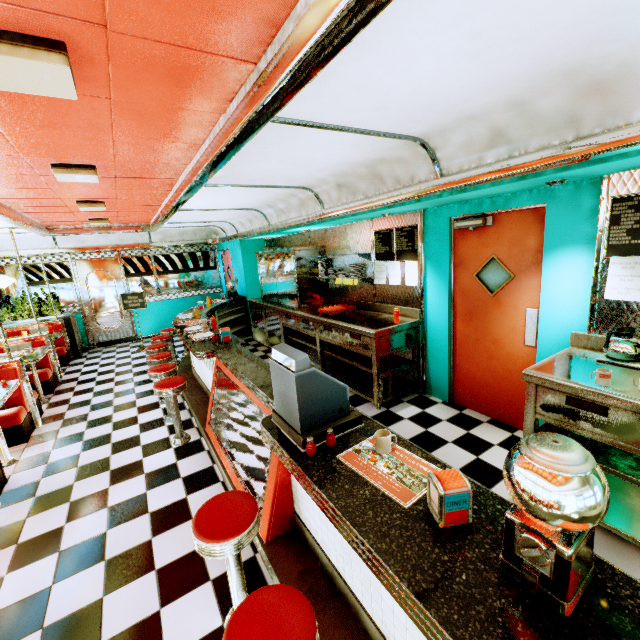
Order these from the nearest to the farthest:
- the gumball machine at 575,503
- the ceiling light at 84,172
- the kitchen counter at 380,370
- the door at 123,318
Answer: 1. the gumball machine at 575,503
2. the ceiling light at 84,172
3. the kitchen counter at 380,370
4. the door at 123,318

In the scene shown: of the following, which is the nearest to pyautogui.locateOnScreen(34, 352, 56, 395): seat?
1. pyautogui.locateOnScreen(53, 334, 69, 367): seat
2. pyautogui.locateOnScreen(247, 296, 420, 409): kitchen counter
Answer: pyautogui.locateOnScreen(53, 334, 69, 367): seat

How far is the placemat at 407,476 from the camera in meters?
1.5

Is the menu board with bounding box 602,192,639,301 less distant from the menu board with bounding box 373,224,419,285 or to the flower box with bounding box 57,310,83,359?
the menu board with bounding box 373,224,419,285

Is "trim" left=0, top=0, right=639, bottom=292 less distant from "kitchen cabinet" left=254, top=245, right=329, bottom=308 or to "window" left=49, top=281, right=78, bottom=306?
"kitchen cabinet" left=254, top=245, right=329, bottom=308

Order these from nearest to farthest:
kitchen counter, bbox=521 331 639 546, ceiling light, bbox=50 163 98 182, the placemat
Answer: the placemat < kitchen counter, bbox=521 331 639 546 < ceiling light, bbox=50 163 98 182

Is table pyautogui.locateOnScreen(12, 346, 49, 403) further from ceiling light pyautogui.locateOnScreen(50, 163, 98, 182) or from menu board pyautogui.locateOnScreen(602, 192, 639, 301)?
menu board pyautogui.locateOnScreen(602, 192, 639, 301)

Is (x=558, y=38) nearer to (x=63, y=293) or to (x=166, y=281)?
(x=166, y=281)
